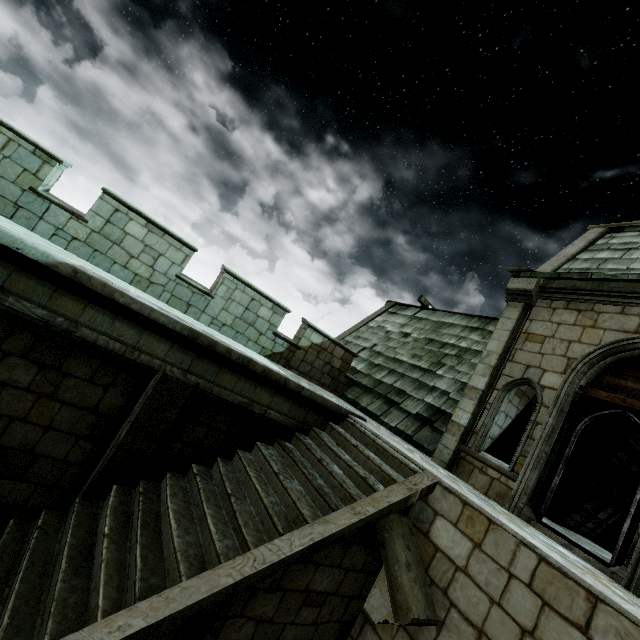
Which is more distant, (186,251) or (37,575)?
(186,251)
